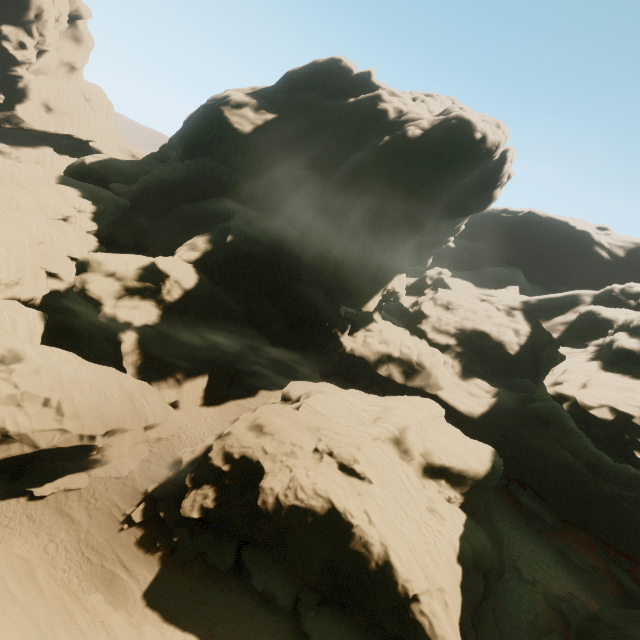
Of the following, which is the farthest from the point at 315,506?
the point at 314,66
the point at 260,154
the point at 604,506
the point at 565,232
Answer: the point at 565,232

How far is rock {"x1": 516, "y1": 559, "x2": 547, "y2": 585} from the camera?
24.1 meters

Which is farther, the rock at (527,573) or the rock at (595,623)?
the rock at (527,573)

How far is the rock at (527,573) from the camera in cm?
2413

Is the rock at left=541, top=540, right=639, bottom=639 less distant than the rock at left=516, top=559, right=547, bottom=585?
Yes

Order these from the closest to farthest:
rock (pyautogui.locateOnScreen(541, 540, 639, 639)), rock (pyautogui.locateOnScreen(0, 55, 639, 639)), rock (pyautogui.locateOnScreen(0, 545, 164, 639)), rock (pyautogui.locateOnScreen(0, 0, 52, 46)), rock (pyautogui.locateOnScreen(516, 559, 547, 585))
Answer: rock (pyautogui.locateOnScreen(0, 545, 164, 639)) → rock (pyautogui.locateOnScreen(0, 55, 639, 639)) → rock (pyautogui.locateOnScreen(541, 540, 639, 639)) → rock (pyautogui.locateOnScreen(516, 559, 547, 585)) → rock (pyautogui.locateOnScreen(0, 0, 52, 46))
